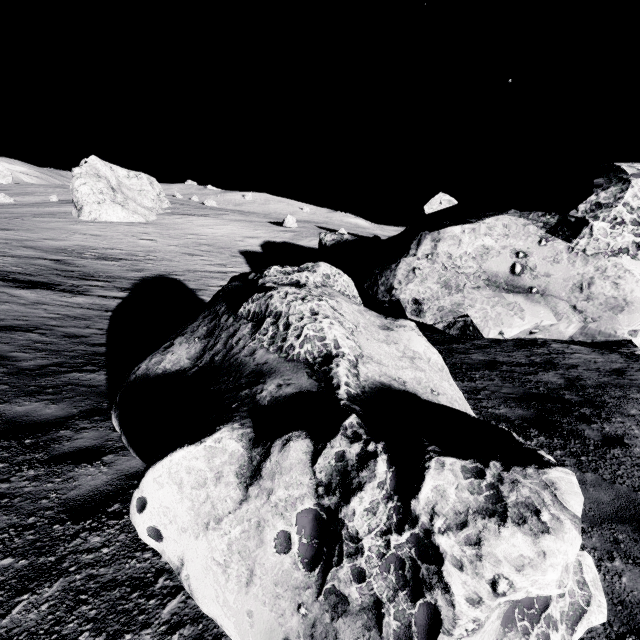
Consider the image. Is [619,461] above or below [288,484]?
below

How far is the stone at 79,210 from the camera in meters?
37.7 m

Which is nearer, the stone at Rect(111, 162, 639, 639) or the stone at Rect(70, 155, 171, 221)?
the stone at Rect(111, 162, 639, 639)

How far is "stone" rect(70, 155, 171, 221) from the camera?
37.7m

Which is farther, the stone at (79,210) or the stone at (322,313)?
the stone at (79,210)
